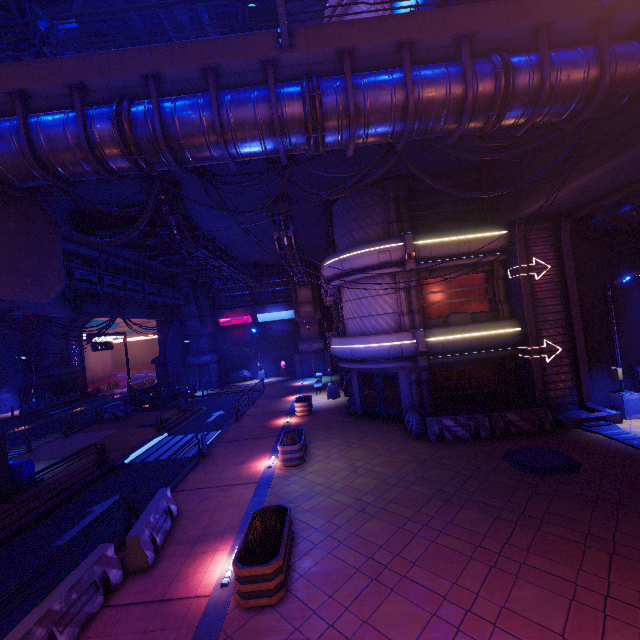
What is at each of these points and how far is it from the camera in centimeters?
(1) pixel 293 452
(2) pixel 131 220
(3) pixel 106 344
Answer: (1) plant holder, 1275cm
(2) vent, 1599cm
(3) sign, 3009cm

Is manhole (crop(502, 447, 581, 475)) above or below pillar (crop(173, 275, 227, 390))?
below

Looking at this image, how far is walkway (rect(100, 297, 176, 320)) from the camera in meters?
28.4 m

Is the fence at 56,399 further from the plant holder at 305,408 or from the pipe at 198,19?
the plant holder at 305,408

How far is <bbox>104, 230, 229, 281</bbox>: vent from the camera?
18.64m

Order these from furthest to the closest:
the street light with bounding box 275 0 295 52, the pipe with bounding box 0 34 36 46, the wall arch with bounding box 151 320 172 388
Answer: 1. the wall arch with bounding box 151 320 172 388
2. the pipe with bounding box 0 34 36 46
3. the street light with bounding box 275 0 295 52

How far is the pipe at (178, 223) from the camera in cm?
1360

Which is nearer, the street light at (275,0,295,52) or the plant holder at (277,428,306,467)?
the street light at (275,0,295,52)
